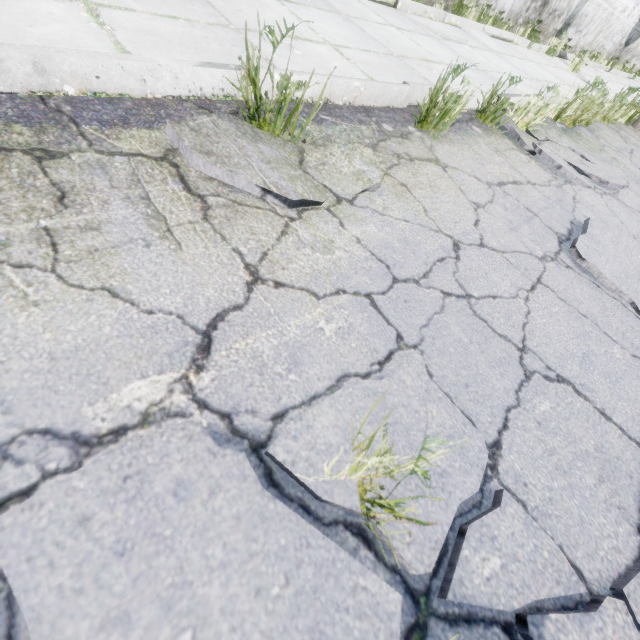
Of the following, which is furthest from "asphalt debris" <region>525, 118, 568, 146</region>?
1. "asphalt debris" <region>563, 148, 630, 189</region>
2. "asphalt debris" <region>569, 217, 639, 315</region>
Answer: "asphalt debris" <region>569, 217, 639, 315</region>

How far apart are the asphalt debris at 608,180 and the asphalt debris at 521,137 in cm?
6

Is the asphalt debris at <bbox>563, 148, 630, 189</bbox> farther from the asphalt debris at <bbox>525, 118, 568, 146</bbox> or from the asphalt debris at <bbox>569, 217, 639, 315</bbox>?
the asphalt debris at <bbox>569, 217, 639, 315</bbox>

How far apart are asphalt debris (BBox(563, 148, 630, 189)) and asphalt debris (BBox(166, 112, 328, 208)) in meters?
3.2 m

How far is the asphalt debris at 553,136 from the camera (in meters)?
3.48

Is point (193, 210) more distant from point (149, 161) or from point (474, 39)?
point (474, 39)

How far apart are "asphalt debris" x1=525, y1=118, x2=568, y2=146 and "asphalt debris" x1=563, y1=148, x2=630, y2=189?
0.1 meters

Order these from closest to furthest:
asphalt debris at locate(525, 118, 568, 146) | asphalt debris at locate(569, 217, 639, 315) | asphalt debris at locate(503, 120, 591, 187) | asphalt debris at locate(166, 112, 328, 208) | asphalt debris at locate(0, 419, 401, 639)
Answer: asphalt debris at locate(0, 419, 401, 639) < asphalt debris at locate(166, 112, 328, 208) < asphalt debris at locate(569, 217, 639, 315) < asphalt debris at locate(503, 120, 591, 187) < asphalt debris at locate(525, 118, 568, 146)
